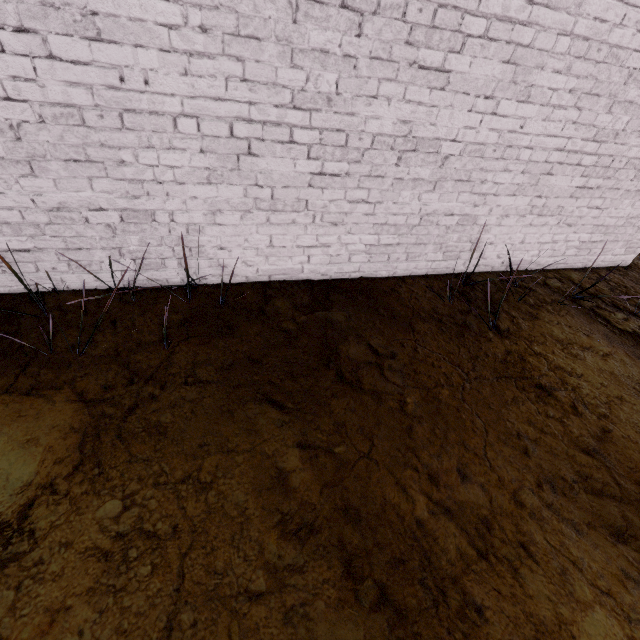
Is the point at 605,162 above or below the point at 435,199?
above
